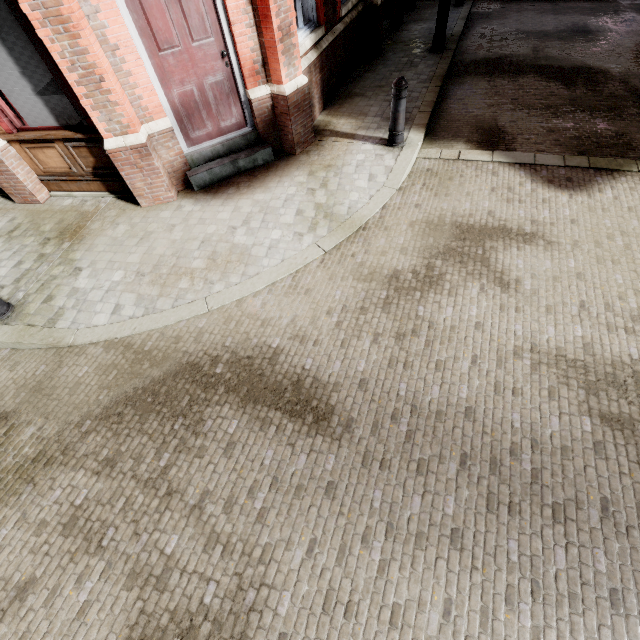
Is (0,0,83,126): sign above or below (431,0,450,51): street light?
above

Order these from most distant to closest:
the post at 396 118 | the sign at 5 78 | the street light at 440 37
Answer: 1. the street light at 440 37
2. the post at 396 118
3. the sign at 5 78

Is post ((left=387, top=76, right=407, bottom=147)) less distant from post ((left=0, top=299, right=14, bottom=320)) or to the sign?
the sign

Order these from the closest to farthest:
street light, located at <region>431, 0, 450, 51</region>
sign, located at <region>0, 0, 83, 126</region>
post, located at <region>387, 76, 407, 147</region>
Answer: sign, located at <region>0, 0, 83, 126</region> → post, located at <region>387, 76, 407, 147</region> → street light, located at <region>431, 0, 450, 51</region>

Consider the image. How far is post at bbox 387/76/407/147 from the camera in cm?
486

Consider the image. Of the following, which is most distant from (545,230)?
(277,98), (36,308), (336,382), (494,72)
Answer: (36,308)

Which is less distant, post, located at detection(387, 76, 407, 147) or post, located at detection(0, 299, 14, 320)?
post, located at detection(0, 299, 14, 320)

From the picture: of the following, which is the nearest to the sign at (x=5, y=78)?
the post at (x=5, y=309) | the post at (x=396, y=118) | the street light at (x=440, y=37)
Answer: the post at (x=5, y=309)
